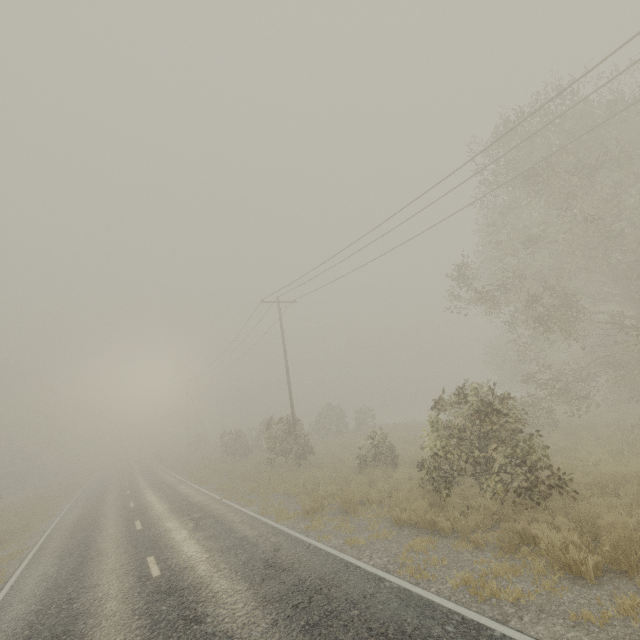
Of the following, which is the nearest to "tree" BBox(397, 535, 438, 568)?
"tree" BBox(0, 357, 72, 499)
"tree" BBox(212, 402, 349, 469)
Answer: "tree" BBox(212, 402, 349, 469)

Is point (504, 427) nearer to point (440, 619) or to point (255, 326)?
point (440, 619)

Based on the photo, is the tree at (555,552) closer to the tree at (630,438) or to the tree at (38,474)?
the tree at (630,438)

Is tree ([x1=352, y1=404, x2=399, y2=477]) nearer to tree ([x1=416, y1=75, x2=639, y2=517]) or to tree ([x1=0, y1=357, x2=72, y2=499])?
tree ([x1=416, y1=75, x2=639, y2=517])

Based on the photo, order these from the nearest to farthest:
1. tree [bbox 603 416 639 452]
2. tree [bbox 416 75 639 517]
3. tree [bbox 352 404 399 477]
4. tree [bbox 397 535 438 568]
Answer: tree [bbox 397 535 438 568] → tree [bbox 416 75 639 517] → tree [bbox 603 416 639 452] → tree [bbox 352 404 399 477]

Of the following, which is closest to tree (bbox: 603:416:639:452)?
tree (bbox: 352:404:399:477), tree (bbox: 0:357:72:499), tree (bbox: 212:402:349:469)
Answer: tree (bbox: 352:404:399:477)

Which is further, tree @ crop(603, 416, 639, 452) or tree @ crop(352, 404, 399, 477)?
tree @ crop(352, 404, 399, 477)

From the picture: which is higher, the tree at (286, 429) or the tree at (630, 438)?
the tree at (286, 429)
